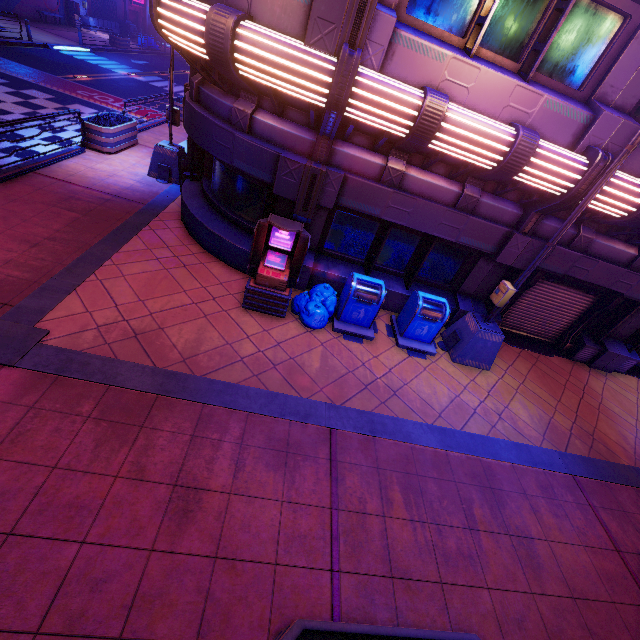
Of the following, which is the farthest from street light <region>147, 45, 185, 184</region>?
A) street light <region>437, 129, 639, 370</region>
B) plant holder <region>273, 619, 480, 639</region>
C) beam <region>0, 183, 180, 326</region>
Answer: plant holder <region>273, 619, 480, 639</region>

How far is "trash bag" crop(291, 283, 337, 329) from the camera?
7.18m

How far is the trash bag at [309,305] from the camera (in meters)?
7.18

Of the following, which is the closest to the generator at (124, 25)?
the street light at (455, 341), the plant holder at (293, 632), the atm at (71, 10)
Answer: the atm at (71, 10)

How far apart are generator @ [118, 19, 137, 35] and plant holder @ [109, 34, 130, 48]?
10.61m

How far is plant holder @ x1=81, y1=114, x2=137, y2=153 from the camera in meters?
10.6 m

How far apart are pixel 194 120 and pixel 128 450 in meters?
6.8

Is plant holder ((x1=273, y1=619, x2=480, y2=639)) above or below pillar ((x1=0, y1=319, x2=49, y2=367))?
above
